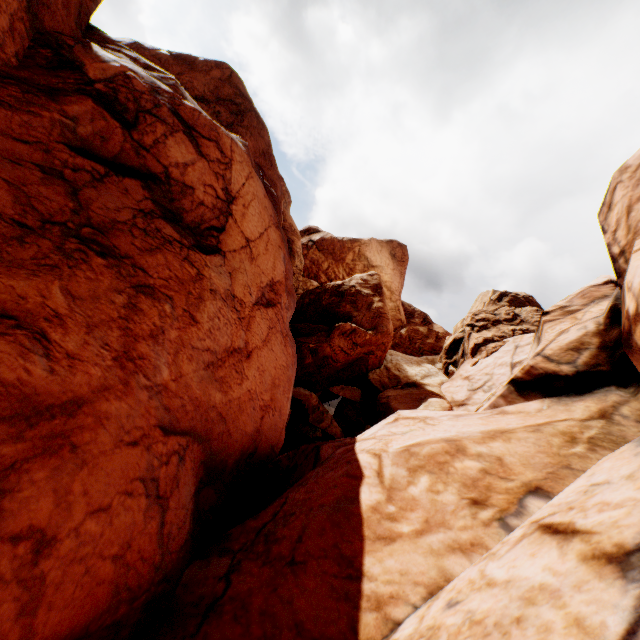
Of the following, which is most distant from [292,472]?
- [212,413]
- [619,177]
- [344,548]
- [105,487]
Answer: [619,177]
